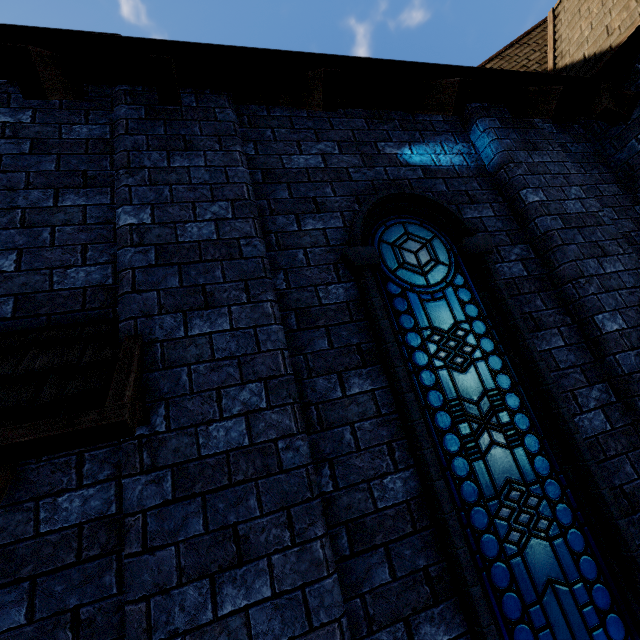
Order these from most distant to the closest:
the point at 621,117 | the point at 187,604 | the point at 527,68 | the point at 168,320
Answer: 1. the point at 527,68
2. the point at 621,117
3. the point at 168,320
4. the point at 187,604
